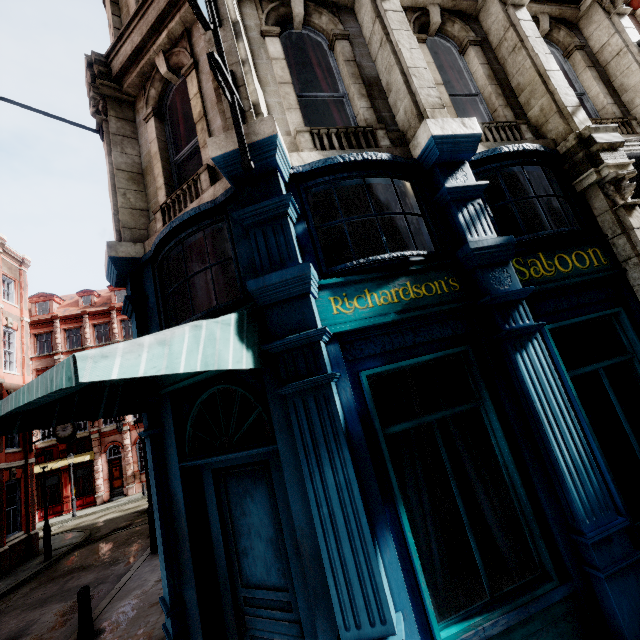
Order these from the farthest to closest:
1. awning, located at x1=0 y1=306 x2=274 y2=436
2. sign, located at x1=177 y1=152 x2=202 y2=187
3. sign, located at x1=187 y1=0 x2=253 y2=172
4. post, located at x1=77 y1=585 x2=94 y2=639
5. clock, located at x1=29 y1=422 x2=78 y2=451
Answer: clock, located at x1=29 y1=422 x2=78 y2=451, post, located at x1=77 y1=585 x2=94 y2=639, sign, located at x1=177 y1=152 x2=202 y2=187, sign, located at x1=187 y1=0 x2=253 y2=172, awning, located at x1=0 y1=306 x2=274 y2=436

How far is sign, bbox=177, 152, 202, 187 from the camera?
5.0 meters

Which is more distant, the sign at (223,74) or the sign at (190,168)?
the sign at (190,168)

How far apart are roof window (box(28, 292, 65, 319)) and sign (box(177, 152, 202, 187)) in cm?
3784

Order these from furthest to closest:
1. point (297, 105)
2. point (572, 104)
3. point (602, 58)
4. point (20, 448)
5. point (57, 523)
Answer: point (57, 523) < point (20, 448) < point (602, 58) < point (572, 104) < point (297, 105)

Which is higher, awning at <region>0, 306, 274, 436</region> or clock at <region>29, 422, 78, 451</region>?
clock at <region>29, 422, 78, 451</region>

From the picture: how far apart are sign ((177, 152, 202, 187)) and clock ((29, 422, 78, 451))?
18.6 meters

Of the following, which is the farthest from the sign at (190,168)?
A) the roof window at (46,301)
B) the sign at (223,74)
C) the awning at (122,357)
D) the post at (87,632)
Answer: the roof window at (46,301)
